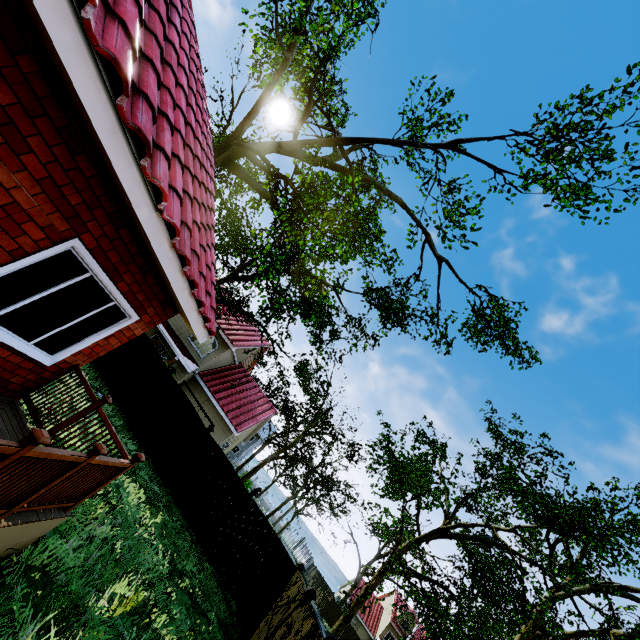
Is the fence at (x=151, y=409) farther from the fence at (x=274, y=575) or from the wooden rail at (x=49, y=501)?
the wooden rail at (x=49, y=501)

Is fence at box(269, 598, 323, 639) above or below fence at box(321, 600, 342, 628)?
above

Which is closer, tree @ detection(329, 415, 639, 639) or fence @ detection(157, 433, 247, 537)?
tree @ detection(329, 415, 639, 639)

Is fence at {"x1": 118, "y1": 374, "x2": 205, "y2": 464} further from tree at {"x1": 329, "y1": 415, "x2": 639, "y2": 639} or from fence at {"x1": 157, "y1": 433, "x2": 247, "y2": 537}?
tree at {"x1": 329, "y1": 415, "x2": 639, "y2": 639}

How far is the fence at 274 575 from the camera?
10.8m

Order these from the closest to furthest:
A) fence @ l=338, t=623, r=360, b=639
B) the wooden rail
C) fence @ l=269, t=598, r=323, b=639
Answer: the wooden rail → fence @ l=269, t=598, r=323, b=639 → fence @ l=338, t=623, r=360, b=639

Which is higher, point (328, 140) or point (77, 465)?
point (328, 140)

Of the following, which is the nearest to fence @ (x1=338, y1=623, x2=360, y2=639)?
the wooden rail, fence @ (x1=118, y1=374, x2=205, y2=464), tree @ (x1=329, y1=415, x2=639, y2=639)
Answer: fence @ (x1=118, y1=374, x2=205, y2=464)
